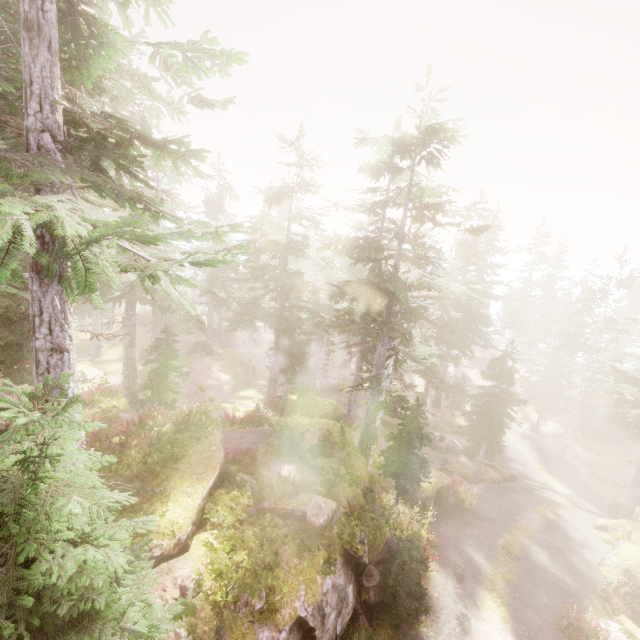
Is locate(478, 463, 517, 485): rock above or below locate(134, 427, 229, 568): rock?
below

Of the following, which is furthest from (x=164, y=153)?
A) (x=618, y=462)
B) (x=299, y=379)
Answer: (x=618, y=462)

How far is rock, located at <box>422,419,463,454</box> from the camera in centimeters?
3328cm

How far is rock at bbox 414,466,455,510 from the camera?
20.20m

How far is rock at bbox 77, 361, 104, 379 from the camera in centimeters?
2977cm

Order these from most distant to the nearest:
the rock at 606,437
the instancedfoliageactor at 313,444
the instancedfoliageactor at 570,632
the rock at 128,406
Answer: the rock at 606,437, the instancedfoliageactor at 313,444, the rock at 128,406, the instancedfoliageactor at 570,632

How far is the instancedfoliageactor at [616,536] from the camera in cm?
2139

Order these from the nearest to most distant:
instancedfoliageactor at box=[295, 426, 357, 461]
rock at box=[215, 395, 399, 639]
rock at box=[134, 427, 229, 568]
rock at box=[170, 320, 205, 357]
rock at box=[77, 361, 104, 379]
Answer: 1. rock at box=[215, 395, 399, 639]
2. rock at box=[134, 427, 229, 568]
3. instancedfoliageactor at box=[295, 426, 357, 461]
4. rock at box=[77, 361, 104, 379]
5. rock at box=[170, 320, 205, 357]
